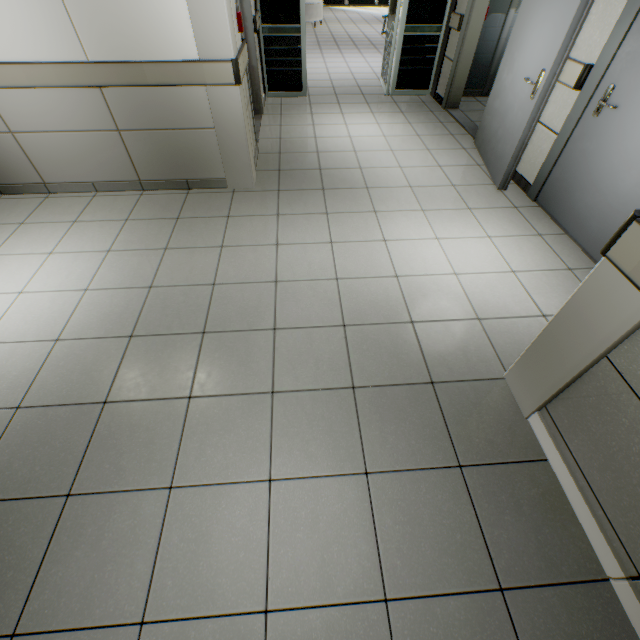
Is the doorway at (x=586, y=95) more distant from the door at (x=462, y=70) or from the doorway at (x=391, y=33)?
the doorway at (x=391, y=33)

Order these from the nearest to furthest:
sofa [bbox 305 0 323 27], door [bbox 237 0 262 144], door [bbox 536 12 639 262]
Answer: door [bbox 536 12 639 262] → door [bbox 237 0 262 144] → sofa [bbox 305 0 323 27]

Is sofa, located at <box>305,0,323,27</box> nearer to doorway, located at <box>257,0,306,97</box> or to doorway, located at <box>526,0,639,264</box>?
doorway, located at <box>257,0,306,97</box>

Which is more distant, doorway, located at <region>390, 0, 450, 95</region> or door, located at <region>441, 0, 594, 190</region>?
doorway, located at <region>390, 0, 450, 95</region>

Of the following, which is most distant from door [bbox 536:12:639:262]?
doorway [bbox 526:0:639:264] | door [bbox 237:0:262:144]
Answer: door [bbox 237:0:262:144]

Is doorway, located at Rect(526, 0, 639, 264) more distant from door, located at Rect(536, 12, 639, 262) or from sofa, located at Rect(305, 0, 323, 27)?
sofa, located at Rect(305, 0, 323, 27)

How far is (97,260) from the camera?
2.8 meters

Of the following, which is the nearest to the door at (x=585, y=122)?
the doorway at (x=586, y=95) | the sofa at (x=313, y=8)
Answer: the doorway at (x=586, y=95)
